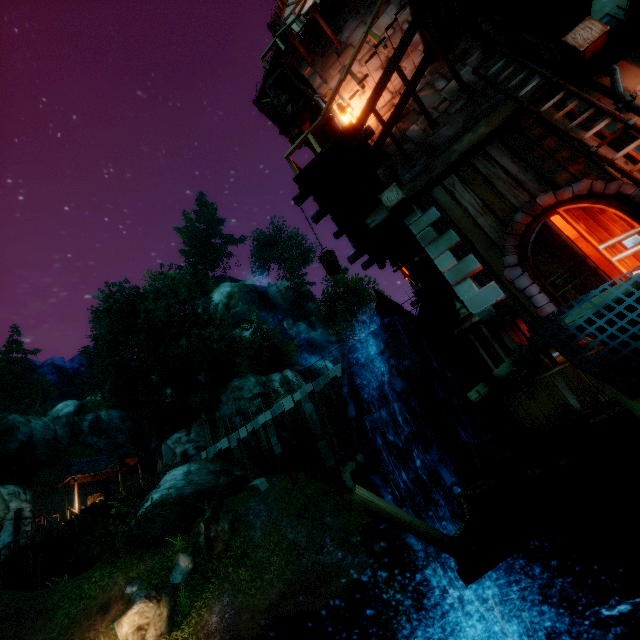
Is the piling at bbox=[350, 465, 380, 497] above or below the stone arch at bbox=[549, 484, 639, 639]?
above

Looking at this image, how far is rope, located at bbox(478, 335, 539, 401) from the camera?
2.5m

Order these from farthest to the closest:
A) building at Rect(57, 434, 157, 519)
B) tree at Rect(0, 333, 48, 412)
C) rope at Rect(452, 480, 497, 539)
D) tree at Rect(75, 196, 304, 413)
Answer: tree at Rect(0, 333, 48, 412) → tree at Rect(75, 196, 304, 413) → building at Rect(57, 434, 157, 519) → rope at Rect(452, 480, 497, 539)

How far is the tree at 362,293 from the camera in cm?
4603

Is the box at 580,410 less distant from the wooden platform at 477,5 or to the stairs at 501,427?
the stairs at 501,427

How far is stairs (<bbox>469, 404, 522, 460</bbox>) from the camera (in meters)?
5.23

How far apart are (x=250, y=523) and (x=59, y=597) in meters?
7.9 m

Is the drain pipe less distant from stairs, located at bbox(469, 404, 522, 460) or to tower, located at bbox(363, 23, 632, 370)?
tower, located at bbox(363, 23, 632, 370)
